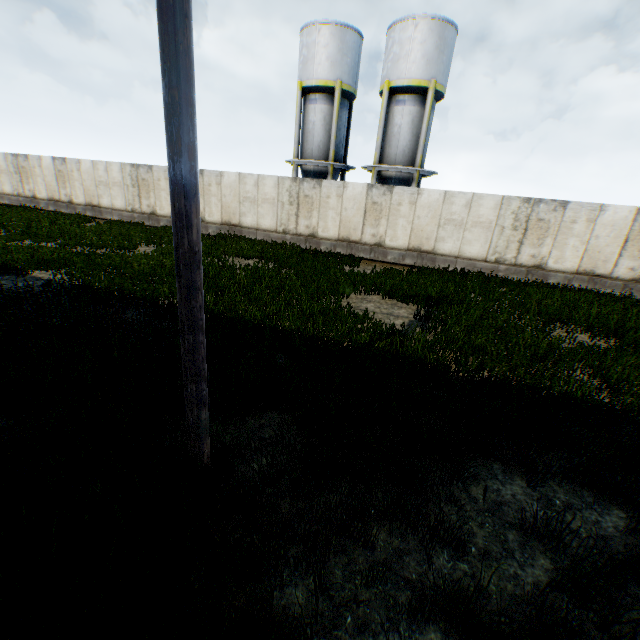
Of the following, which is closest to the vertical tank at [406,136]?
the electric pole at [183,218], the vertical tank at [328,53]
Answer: the vertical tank at [328,53]

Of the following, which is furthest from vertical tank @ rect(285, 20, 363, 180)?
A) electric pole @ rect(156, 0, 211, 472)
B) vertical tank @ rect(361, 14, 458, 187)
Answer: A: electric pole @ rect(156, 0, 211, 472)

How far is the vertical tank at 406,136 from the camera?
17.9 meters

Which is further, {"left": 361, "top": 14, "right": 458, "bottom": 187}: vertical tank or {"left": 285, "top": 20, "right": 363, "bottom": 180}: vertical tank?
{"left": 285, "top": 20, "right": 363, "bottom": 180}: vertical tank

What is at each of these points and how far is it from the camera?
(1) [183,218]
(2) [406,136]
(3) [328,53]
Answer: (1) electric pole, 2.5m
(2) vertical tank, 20.0m
(3) vertical tank, 19.6m

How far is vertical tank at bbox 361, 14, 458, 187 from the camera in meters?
17.9 m

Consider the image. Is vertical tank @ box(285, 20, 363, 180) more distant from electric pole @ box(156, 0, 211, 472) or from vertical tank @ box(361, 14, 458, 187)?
electric pole @ box(156, 0, 211, 472)
